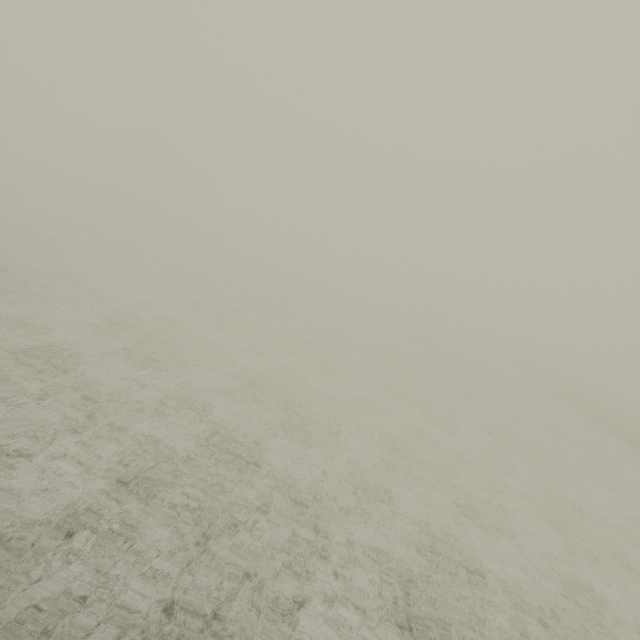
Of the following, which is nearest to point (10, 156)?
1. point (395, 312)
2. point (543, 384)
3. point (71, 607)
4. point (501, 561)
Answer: point (395, 312)
